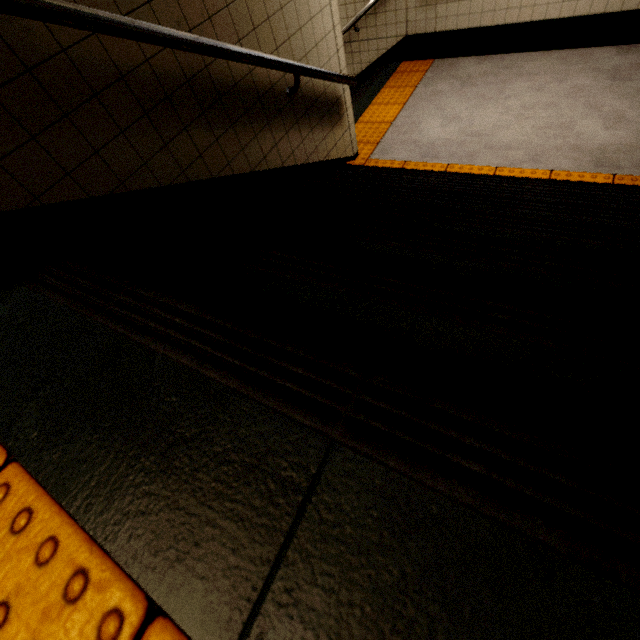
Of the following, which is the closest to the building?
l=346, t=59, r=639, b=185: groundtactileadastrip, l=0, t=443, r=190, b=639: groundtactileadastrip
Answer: l=346, t=59, r=639, b=185: groundtactileadastrip

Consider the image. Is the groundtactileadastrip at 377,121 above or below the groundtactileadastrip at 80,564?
below

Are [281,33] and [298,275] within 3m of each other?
yes

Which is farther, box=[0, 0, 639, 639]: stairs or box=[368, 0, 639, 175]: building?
box=[368, 0, 639, 175]: building

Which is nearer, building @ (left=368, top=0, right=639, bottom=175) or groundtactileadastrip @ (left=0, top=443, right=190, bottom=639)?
groundtactileadastrip @ (left=0, top=443, right=190, bottom=639)

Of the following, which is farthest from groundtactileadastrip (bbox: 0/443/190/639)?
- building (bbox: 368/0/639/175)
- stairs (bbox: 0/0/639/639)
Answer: building (bbox: 368/0/639/175)

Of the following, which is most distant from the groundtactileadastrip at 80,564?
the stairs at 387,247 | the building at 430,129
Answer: the building at 430,129

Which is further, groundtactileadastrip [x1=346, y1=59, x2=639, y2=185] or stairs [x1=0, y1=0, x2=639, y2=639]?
groundtactileadastrip [x1=346, y1=59, x2=639, y2=185]
